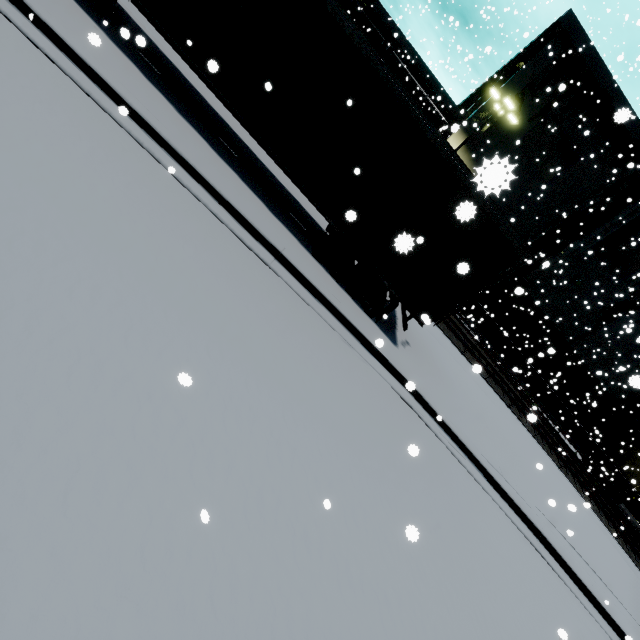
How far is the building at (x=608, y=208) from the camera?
23.11m

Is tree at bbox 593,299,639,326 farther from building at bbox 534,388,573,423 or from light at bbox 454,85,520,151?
light at bbox 454,85,520,151

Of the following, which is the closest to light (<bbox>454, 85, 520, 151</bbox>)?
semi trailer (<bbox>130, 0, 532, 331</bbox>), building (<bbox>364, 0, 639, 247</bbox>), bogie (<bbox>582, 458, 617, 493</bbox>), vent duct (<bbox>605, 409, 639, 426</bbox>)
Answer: semi trailer (<bbox>130, 0, 532, 331</bbox>)

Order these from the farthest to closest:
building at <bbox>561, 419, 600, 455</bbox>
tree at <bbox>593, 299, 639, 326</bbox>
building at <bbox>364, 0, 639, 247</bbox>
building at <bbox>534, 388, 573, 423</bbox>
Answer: building at <bbox>561, 419, 600, 455</bbox> < building at <bbox>534, 388, 573, 423</bbox> < tree at <bbox>593, 299, 639, 326</bbox> < building at <bbox>364, 0, 639, 247</bbox>

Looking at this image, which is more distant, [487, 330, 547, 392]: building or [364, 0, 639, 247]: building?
[487, 330, 547, 392]: building

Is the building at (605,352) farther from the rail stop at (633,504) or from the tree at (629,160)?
the rail stop at (633,504)

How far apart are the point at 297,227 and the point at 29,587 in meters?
7.8 m

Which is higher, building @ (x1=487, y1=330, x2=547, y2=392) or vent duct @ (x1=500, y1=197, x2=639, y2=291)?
vent duct @ (x1=500, y1=197, x2=639, y2=291)
